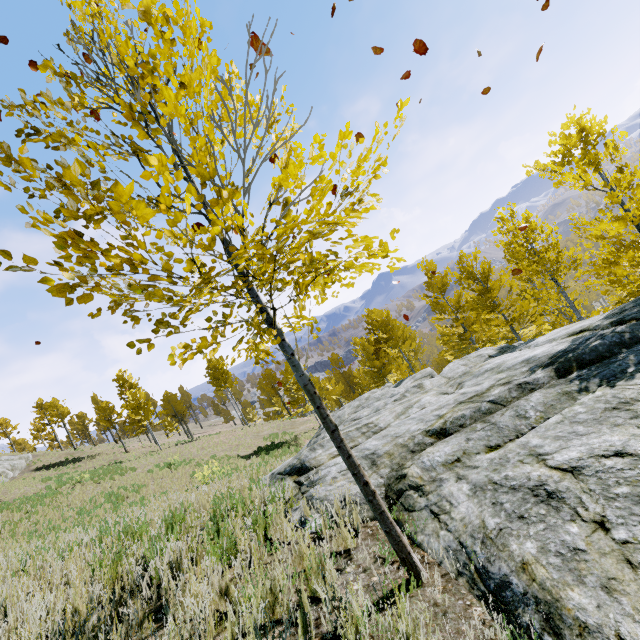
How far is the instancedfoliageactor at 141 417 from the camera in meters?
29.7

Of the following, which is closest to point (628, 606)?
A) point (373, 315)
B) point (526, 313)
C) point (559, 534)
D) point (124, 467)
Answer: point (559, 534)

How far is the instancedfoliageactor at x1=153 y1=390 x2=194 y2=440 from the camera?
32.1 meters

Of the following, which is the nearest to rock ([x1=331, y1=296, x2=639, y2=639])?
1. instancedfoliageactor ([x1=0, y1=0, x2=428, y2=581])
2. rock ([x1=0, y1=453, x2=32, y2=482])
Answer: instancedfoliageactor ([x1=0, y1=0, x2=428, y2=581])

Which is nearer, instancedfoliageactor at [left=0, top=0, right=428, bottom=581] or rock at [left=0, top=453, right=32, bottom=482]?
instancedfoliageactor at [left=0, top=0, right=428, bottom=581]

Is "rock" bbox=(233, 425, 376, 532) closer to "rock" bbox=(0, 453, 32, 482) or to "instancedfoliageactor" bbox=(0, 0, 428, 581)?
"instancedfoliageactor" bbox=(0, 0, 428, 581)

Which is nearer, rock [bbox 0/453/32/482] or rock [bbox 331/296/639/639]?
rock [bbox 331/296/639/639]
